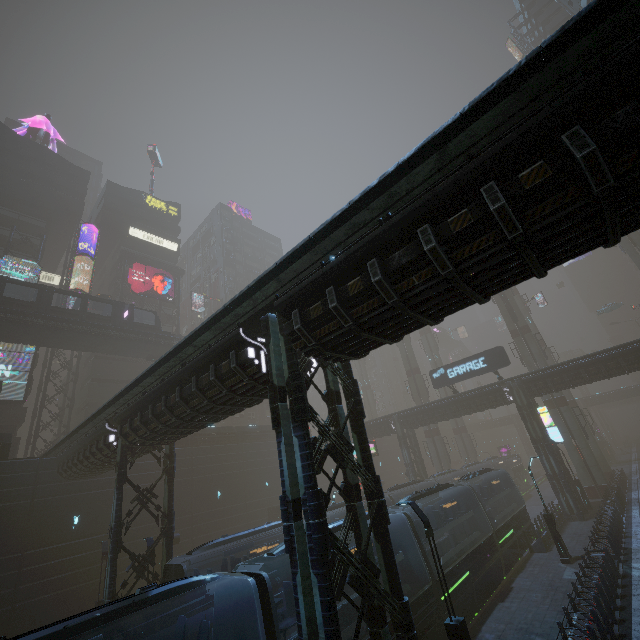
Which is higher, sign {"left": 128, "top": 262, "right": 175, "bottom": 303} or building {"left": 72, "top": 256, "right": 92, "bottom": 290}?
building {"left": 72, "top": 256, "right": 92, "bottom": 290}

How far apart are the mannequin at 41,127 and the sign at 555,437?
72.5 meters

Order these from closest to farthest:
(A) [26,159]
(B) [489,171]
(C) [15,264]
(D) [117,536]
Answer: (B) [489,171] < (D) [117,536] < (C) [15,264] < (A) [26,159]

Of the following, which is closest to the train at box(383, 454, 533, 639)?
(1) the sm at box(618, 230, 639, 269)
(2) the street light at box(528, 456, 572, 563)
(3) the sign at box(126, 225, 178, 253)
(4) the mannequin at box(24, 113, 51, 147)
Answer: (2) the street light at box(528, 456, 572, 563)

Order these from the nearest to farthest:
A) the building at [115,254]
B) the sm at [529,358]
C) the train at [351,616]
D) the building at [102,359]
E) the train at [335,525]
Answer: the train at [351,616], the train at [335,525], the building at [102,359], the sm at [529,358], the building at [115,254]

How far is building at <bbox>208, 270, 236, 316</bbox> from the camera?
57.8 meters

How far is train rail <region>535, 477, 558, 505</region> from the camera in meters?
41.2 m

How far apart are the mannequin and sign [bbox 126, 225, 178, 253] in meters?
15.6
